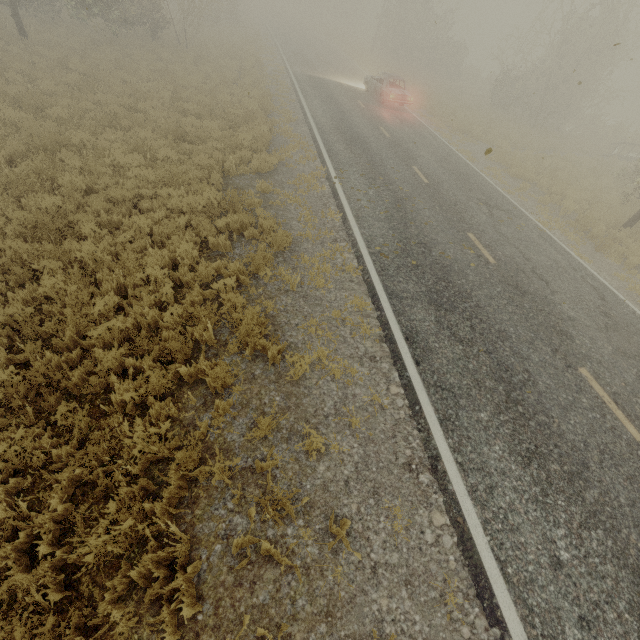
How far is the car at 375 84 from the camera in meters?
19.3 m

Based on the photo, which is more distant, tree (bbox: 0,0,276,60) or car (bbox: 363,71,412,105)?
car (bbox: 363,71,412,105)

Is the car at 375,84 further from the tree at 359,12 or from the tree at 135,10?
the tree at 359,12

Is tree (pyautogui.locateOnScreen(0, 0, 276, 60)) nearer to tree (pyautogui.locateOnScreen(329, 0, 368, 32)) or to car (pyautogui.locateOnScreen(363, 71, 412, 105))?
tree (pyautogui.locateOnScreen(329, 0, 368, 32))

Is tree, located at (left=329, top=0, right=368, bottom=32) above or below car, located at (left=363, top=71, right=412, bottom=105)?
above

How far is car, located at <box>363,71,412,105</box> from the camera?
19.34m

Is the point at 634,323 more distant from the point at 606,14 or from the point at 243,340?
the point at 606,14
